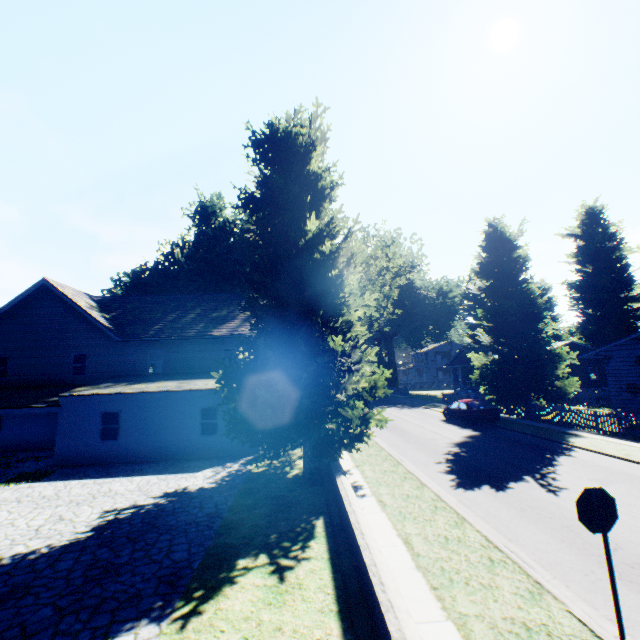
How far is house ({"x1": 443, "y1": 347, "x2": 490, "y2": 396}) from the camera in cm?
4121

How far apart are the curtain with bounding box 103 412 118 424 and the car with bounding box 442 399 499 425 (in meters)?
21.46

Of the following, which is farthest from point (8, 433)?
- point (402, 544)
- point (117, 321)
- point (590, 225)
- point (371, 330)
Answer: point (590, 225)

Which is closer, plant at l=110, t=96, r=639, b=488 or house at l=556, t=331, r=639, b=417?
plant at l=110, t=96, r=639, b=488

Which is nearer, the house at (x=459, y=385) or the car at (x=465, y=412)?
the car at (x=465, y=412)

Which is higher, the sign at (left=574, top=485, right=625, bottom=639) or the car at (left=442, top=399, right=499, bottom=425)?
the sign at (left=574, top=485, right=625, bottom=639)

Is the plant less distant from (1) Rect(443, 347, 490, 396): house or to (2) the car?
(1) Rect(443, 347, 490, 396): house

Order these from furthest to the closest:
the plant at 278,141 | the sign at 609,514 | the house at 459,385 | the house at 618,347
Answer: the house at 459,385 → the house at 618,347 → the plant at 278,141 → the sign at 609,514
